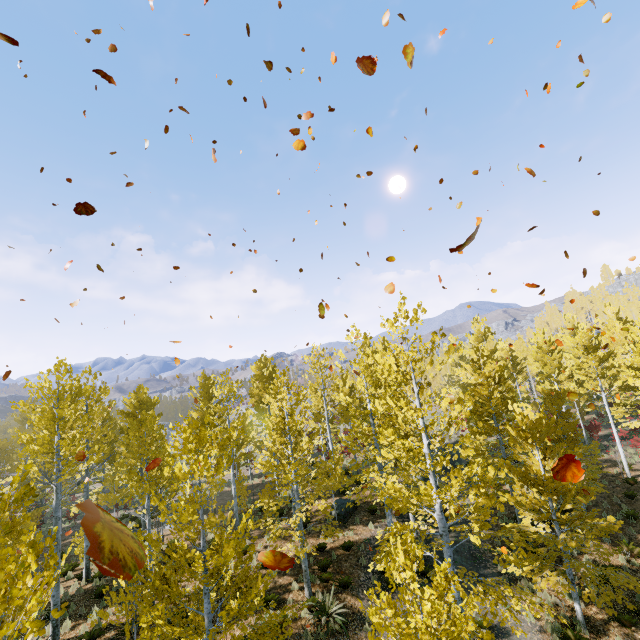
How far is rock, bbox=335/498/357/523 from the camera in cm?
1752

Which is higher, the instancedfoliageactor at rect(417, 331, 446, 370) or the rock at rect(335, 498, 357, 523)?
the instancedfoliageactor at rect(417, 331, 446, 370)

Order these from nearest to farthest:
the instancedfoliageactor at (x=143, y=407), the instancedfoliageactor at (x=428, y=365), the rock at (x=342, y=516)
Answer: the instancedfoliageactor at (x=143, y=407) < the instancedfoliageactor at (x=428, y=365) < the rock at (x=342, y=516)

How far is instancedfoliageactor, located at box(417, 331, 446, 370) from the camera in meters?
9.6

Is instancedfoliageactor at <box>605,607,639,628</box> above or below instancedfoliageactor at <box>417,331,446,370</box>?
below

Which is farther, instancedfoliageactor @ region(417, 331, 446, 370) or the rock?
the rock

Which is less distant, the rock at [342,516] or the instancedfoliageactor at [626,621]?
the instancedfoliageactor at [626,621]

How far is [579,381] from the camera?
25.7 meters
